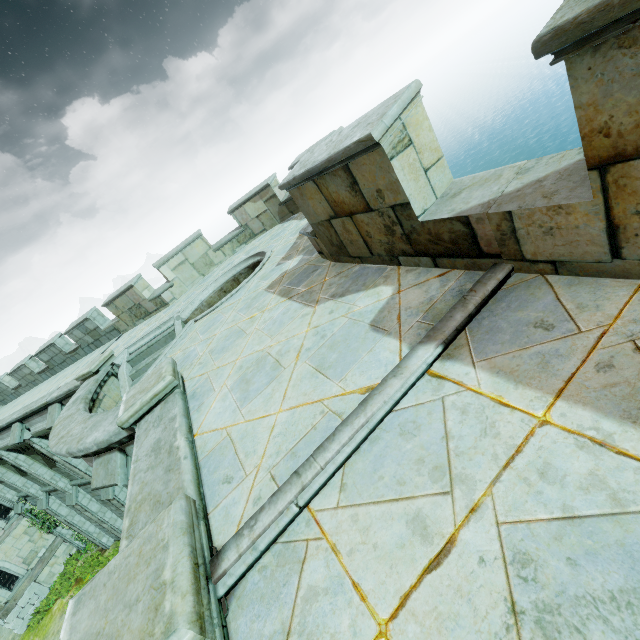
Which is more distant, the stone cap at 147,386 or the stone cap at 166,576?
the stone cap at 147,386

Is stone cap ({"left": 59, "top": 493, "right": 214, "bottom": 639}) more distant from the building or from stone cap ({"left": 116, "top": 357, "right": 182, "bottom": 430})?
the building

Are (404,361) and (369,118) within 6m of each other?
yes

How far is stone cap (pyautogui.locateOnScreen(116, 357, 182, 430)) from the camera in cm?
433

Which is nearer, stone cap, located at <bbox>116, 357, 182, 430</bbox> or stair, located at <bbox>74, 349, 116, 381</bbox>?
stone cap, located at <bbox>116, 357, 182, 430</bbox>

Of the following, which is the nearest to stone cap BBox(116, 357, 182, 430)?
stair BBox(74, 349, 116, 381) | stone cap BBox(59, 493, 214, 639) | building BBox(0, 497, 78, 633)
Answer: stone cap BBox(59, 493, 214, 639)

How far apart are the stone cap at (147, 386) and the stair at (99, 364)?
5.4m

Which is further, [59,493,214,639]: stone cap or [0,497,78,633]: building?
[0,497,78,633]: building
